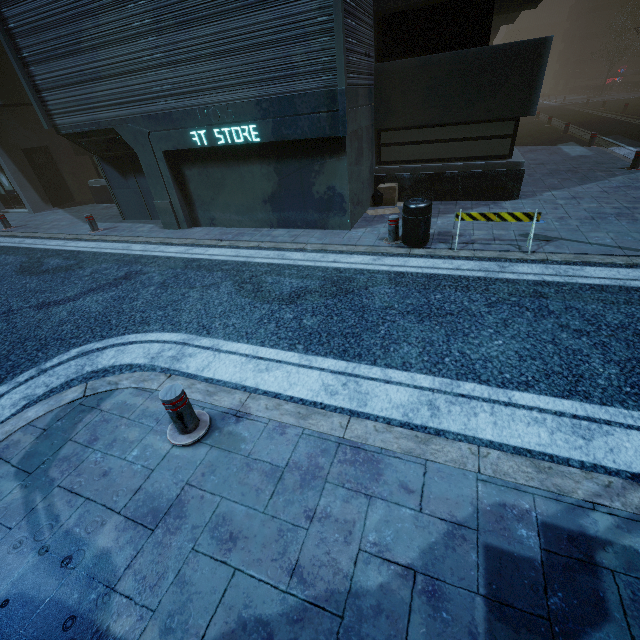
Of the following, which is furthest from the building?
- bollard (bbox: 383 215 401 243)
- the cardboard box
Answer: bollard (bbox: 383 215 401 243)

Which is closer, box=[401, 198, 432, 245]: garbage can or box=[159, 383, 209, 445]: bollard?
box=[159, 383, 209, 445]: bollard

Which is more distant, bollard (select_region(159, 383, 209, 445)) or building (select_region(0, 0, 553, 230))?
building (select_region(0, 0, 553, 230))

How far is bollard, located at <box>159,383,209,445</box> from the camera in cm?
317

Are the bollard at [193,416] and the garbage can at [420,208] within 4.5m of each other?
no

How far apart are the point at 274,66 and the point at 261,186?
2.6 meters

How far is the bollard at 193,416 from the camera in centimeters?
317cm

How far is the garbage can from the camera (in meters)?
6.46
